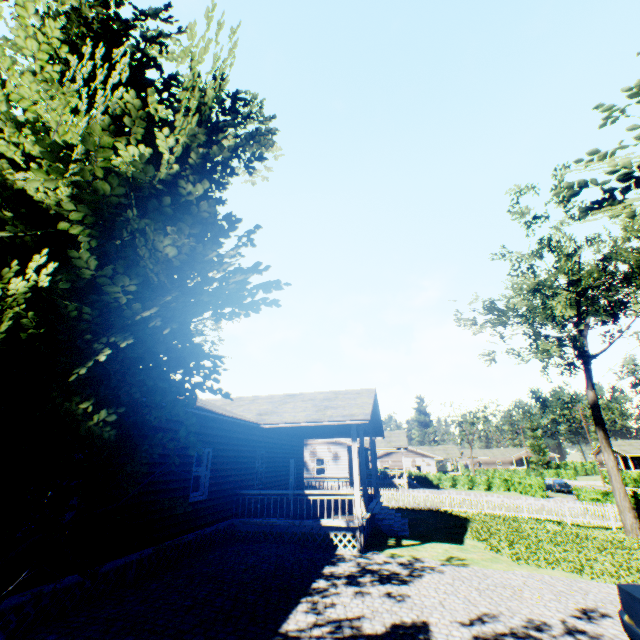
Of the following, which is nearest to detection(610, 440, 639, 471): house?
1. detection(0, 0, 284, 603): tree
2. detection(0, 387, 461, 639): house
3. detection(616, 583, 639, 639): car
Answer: detection(0, 387, 461, 639): house

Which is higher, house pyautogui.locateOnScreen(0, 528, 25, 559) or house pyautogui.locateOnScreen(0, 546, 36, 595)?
house pyautogui.locateOnScreen(0, 528, 25, 559)

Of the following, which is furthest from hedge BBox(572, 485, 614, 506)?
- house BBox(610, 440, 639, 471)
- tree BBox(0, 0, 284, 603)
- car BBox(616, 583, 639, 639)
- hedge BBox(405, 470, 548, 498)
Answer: house BBox(610, 440, 639, 471)

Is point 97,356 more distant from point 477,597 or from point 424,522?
point 424,522

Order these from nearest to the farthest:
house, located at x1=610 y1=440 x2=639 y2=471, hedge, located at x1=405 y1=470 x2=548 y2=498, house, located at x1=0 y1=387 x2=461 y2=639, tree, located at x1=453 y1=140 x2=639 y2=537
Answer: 1. tree, located at x1=453 y1=140 x2=639 y2=537
2. house, located at x1=0 y1=387 x2=461 y2=639
3. hedge, located at x1=405 y1=470 x2=548 y2=498
4. house, located at x1=610 y1=440 x2=639 y2=471

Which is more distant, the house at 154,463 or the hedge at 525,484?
the hedge at 525,484

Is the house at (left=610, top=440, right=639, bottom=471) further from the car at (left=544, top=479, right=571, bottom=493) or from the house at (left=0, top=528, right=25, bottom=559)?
the house at (left=0, top=528, right=25, bottom=559)

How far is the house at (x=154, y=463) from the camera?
8.1 meters
